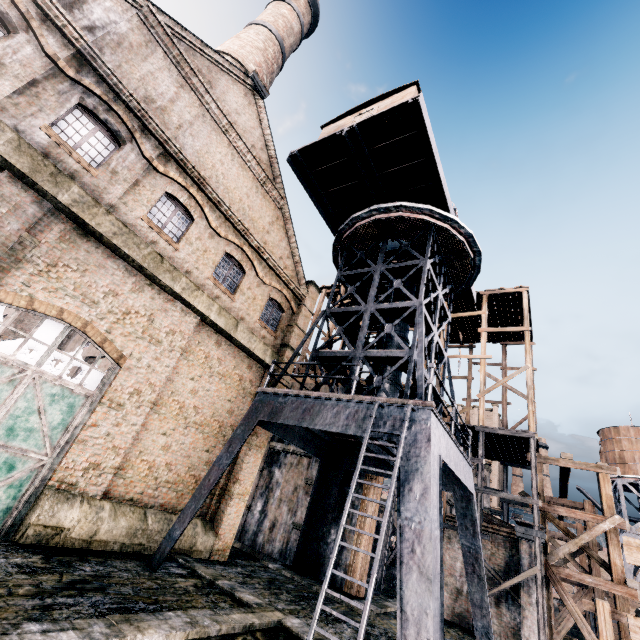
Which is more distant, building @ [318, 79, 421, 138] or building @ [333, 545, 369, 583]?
building @ [333, 545, 369, 583]

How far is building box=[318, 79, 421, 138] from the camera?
15.0 meters

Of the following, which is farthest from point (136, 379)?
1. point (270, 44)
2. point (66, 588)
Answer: point (270, 44)

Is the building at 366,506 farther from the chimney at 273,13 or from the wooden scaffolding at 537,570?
the chimney at 273,13

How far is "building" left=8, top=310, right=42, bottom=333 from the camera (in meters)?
36.16

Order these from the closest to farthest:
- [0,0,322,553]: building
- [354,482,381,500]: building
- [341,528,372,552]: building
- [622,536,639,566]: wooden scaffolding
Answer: [622,536,639,566]: wooden scaffolding
[0,0,322,553]: building
[341,528,372,552]: building
[354,482,381,500]: building

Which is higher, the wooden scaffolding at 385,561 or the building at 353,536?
the building at 353,536
